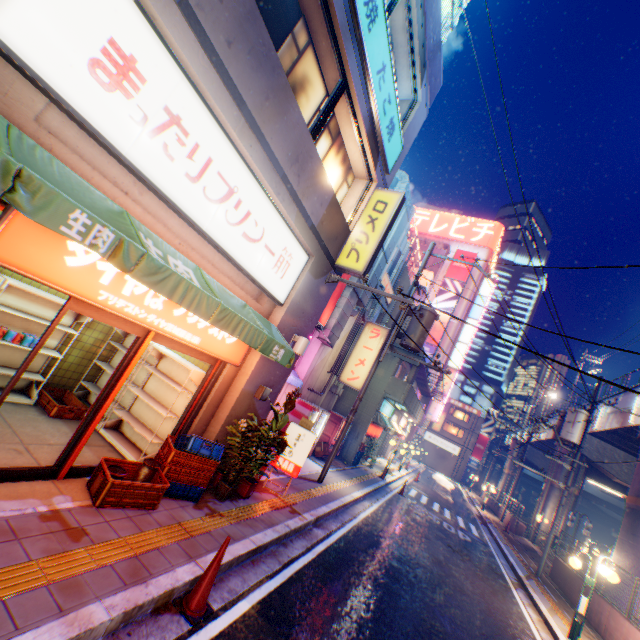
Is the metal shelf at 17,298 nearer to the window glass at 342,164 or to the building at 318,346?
the window glass at 342,164

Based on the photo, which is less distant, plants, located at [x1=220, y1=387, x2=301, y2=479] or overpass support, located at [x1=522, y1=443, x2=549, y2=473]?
plants, located at [x1=220, y1=387, x2=301, y2=479]

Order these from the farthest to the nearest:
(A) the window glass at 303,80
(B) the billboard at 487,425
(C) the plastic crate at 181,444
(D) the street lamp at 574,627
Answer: (B) the billboard at 487,425
(D) the street lamp at 574,627
(A) the window glass at 303,80
(C) the plastic crate at 181,444

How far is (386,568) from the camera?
7.7 meters

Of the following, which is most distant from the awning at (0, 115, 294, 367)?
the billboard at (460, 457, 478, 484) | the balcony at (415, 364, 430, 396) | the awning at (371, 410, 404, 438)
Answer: the billboard at (460, 457, 478, 484)

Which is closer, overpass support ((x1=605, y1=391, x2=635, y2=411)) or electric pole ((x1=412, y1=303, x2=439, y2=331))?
electric pole ((x1=412, y1=303, x2=439, y2=331))

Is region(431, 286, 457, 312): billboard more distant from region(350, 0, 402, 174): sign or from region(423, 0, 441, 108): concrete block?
region(350, 0, 402, 174): sign

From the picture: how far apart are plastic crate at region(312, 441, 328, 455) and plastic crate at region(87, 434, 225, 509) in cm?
926
